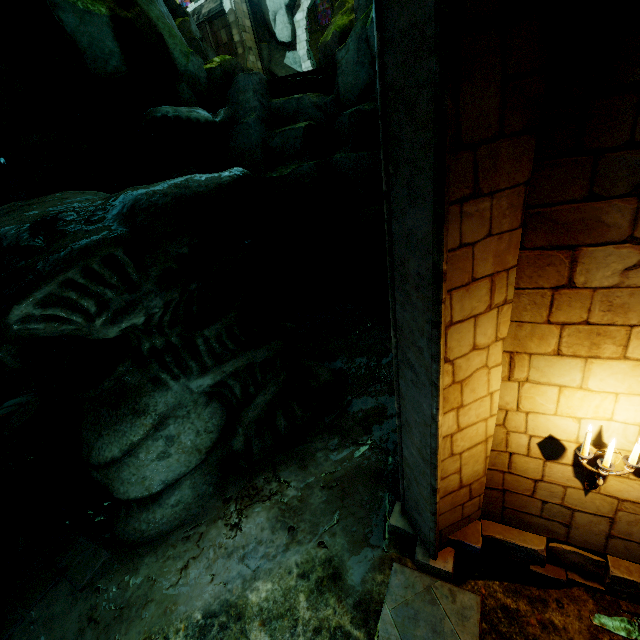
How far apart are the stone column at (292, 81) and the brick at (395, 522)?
12.85m

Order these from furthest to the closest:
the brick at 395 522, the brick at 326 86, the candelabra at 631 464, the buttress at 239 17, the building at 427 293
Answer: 1. the buttress at 239 17
2. the brick at 326 86
3. the brick at 395 522
4. the candelabra at 631 464
5. the building at 427 293

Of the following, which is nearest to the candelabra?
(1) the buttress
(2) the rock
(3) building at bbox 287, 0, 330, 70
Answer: (3) building at bbox 287, 0, 330, 70

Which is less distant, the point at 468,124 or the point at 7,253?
the point at 468,124

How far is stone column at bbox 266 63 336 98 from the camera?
11.35m

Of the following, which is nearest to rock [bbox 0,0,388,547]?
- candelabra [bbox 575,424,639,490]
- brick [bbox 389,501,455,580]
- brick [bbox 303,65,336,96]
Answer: brick [bbox 303,65,336,96]

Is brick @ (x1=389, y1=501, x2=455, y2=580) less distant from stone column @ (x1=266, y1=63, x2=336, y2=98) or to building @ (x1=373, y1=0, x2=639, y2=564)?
building @ (x1=373, y1=0, x2=639, y2=564)

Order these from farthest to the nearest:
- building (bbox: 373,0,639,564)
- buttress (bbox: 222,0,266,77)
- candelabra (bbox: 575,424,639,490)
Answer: buttress (bbox: 222,0,266,77) → candelabra (bbox: 575,424,639,490) → building (bbox: 373,0,639,564)
